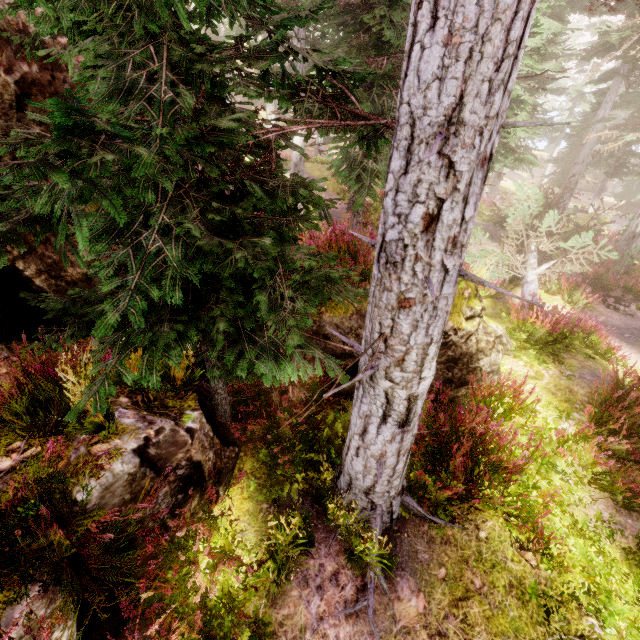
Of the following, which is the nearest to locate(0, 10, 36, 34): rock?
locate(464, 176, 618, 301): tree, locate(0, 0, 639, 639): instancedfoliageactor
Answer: locate(0, 0, 639, 639): instancedfoliageactor

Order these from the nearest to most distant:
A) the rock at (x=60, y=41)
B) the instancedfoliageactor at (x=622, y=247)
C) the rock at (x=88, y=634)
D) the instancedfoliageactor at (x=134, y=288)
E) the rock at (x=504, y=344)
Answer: the instancedfoliageactor at (x=134, y=288) < the rock at (x=88, y=634) < the rock at (x=60, y=41) < the rock at (x=504, y=344) < the instancedfoliageactor at (x=622, y=247)

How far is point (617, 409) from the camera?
5.48m

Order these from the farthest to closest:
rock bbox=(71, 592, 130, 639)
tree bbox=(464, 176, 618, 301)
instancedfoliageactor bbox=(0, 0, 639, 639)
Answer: tree bbox=(464, 176, 618, 301) → rock bbox=(71, 592, 130, 639) → instancedfoliageactor bbox=(0, 0, 639, 639)

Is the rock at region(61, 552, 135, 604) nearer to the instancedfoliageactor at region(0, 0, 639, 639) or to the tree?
the instancedfoliageactor at region(0, 0, 639, 639)

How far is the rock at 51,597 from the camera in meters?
2.4
